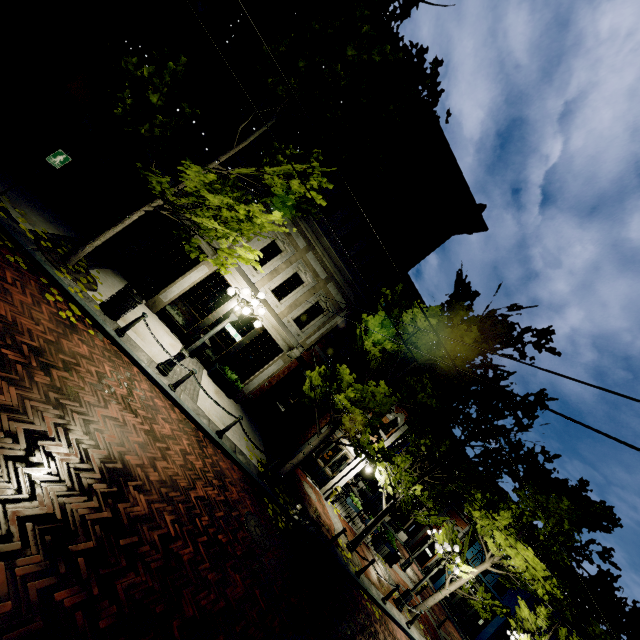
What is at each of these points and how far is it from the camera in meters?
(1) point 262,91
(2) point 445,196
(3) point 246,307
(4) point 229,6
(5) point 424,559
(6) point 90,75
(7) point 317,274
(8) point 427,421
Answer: (1) tree, 9.7
(2) building, 15.0
(3) light, 8.9
(4) building, 11.6
(5) building, 33.8
(6) awning, 8.0
(7) building, 13.9
(8) tree, 9.4

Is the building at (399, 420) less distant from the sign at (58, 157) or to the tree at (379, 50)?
the tree at (379, 50)

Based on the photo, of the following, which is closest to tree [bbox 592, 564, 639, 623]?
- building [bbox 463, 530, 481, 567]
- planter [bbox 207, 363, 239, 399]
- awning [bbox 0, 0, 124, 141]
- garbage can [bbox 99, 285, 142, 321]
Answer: building [bbox 463, 530, 481, 567]

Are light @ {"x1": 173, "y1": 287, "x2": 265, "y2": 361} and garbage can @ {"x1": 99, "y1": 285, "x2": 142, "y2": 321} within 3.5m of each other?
yes

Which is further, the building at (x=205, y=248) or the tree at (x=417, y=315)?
the building at (x=205, y=248)

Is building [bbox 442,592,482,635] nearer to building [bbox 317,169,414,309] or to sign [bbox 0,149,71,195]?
building [bbox 317,169,414,309]

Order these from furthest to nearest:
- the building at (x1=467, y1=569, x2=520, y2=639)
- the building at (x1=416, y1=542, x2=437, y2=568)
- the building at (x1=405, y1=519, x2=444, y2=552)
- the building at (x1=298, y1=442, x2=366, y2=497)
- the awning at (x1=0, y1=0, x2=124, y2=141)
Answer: the building at (x1=405, y1=519, x2=444, y2=552), the building at (x1=416, y1=542, x2=437, y2=568), the building at (x1=467, y1=569, x2=520, y2=639), the building at (x1=298, y1=442, x2=366, y2=497), the awning at (x1=0, y1=0, x2=124, y2=141)

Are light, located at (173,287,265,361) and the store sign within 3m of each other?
no
